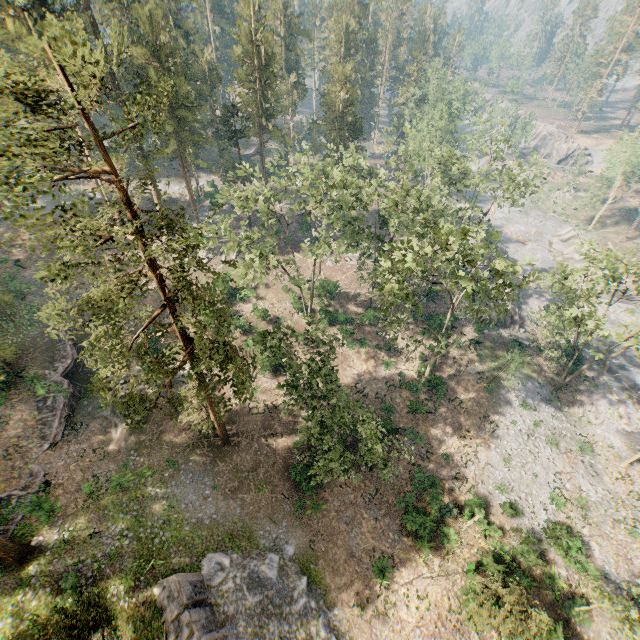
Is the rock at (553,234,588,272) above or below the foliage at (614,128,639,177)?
below

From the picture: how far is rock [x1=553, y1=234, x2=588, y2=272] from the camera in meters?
55.8 m

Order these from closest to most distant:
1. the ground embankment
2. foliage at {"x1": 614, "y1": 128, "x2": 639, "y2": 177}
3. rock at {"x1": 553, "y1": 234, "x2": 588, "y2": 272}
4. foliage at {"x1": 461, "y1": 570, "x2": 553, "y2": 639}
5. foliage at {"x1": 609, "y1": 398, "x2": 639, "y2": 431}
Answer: foliage at {"x1": 461, "y1": 570, "x2": 553, "y2": 639}, the ground embankment, foliage at {"x1": 609, "y1": 398, "x2": 639, "y2": 431}, rock at {"x1": 553, "y1": 234, "x2": 588, "y2": 272}, foliage at {"x1": 614, "y1": 128, "x2": 639, "y2": 177}

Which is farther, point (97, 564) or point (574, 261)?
point (574, 261)

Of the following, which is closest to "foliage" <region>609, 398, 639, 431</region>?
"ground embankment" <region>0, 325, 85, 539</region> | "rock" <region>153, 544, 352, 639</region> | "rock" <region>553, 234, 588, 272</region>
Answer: "rock" <region>153, 544, 352, 639</region>

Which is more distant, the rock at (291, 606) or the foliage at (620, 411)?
the foliage at (620, 411)

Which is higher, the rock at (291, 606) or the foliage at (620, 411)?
the rock at (291, 606)

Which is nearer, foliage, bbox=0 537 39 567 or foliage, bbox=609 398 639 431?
foliage, bbox=0 537 39 567
